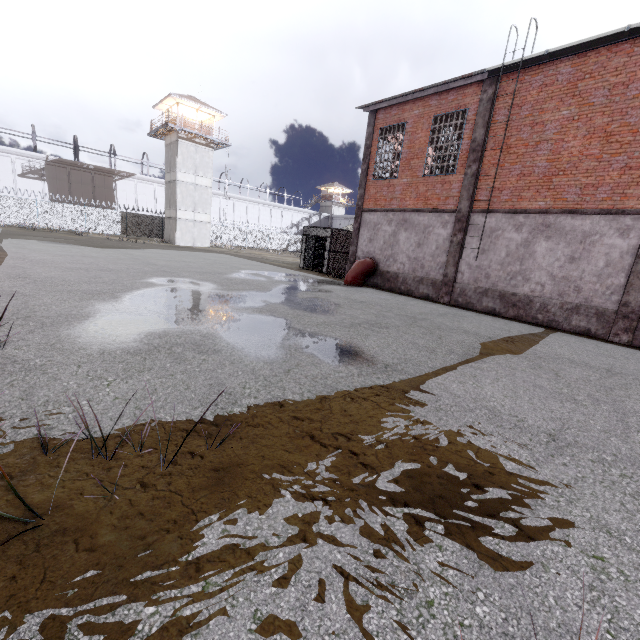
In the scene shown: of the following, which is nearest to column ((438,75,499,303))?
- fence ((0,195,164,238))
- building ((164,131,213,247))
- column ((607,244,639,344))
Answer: column ((607,244,639,344))

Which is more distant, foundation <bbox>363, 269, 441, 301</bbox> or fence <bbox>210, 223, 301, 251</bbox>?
fence <bbox>210, 223, 301, 251</bbox>

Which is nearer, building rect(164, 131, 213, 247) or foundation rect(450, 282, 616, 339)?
foundation rect(450, 282, 616, 339)

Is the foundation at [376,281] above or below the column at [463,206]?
below

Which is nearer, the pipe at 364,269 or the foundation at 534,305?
the foundation at 534,305

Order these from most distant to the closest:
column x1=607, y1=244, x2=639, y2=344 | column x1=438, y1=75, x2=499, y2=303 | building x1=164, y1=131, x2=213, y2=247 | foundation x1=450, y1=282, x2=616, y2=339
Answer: building x1=164, y1=131, x2=213, y2=247 < column x1=438, y1=75, x2=499, y2=303 < foundation x1=450, y1=282, x2=616, y2=339 < column x1=607, y1=244, x2=639, y2=344

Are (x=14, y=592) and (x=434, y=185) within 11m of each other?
no

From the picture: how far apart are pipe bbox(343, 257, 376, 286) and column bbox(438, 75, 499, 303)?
3.7m
